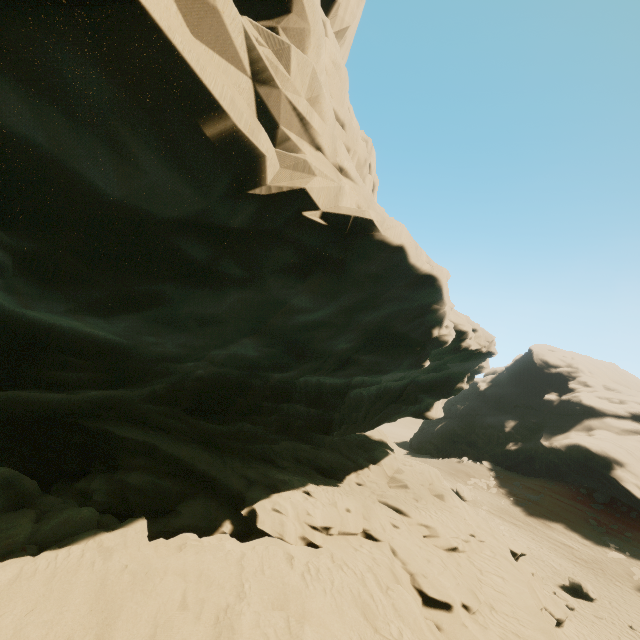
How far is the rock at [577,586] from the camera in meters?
19.9 m

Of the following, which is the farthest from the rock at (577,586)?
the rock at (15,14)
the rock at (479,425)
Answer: the rock at (479,425)

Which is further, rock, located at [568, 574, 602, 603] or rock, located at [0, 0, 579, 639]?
rock, located at [568, 574, 602, 603]

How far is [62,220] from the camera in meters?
4.2

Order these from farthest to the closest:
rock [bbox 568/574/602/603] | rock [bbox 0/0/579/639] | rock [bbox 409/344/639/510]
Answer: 1. rock [bbox 409/344/639/510]
2. rock [bbox 568/574/602/603]
3. rock [bbox 0/0/579/639]

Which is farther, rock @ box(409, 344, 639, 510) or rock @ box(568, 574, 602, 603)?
rock @ box(409, 344, 639, 510)

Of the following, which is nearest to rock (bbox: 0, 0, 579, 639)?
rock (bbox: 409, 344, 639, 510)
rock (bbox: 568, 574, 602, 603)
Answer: rock (bbox: 568, 574, 602, 603)

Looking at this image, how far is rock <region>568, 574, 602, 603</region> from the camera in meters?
19.9
